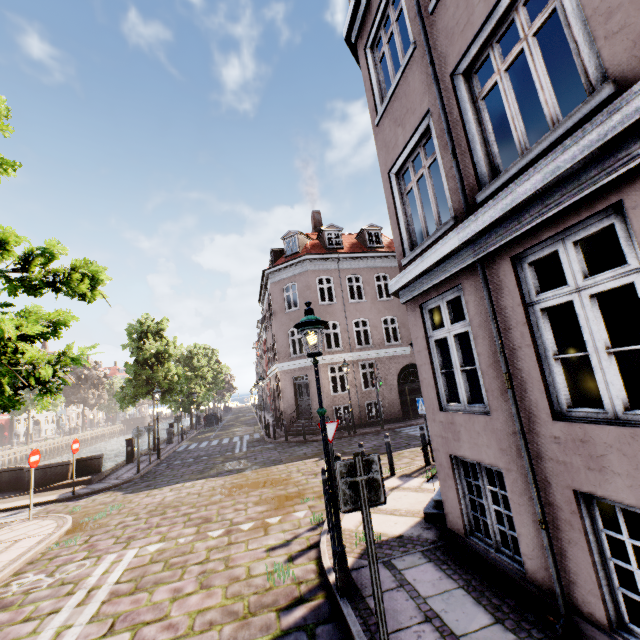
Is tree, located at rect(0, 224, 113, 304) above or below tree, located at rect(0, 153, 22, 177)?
below

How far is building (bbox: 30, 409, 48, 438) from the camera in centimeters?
5561cm

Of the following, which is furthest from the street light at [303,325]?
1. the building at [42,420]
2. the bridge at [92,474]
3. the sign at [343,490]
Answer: the building at [42,420]

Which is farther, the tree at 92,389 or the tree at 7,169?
the tree at 7,169

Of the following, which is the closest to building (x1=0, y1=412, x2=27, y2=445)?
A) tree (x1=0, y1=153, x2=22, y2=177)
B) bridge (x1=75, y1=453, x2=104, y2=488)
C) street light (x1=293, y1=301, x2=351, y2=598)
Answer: tree (x1=0, y1=153, x2=22, y2=177)

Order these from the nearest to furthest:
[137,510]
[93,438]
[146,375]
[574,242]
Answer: [574,242]
[137,510]
[146,375]
[93,438]

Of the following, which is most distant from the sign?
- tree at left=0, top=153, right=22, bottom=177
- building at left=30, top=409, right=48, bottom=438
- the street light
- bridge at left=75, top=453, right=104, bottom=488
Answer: building at left=30, top=409, right=48, bottom=438

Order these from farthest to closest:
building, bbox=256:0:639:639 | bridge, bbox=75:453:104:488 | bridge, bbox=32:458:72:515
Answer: bridge, bbox=75:453:104:488
bridge, bbox=32:458:72:515
building, bbox=256:0:639:639
